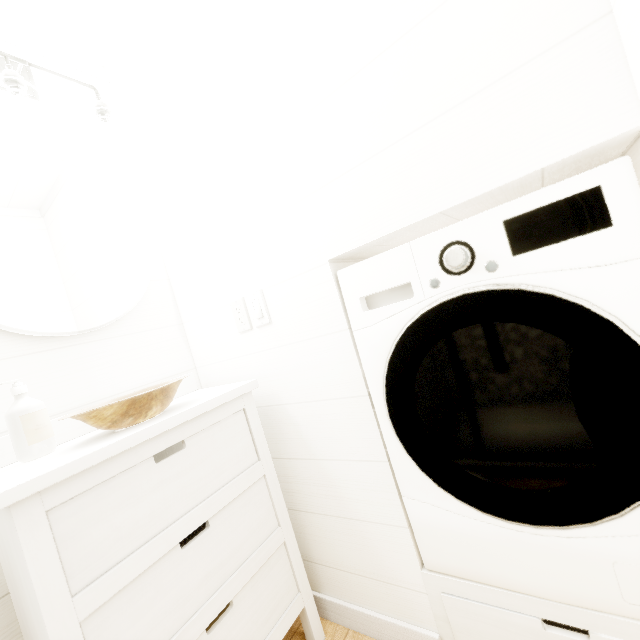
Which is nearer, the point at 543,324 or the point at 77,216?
the point at 543,324
